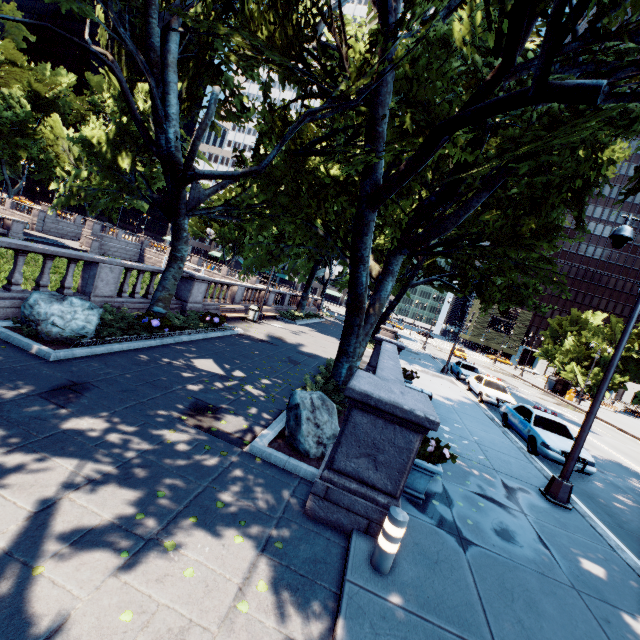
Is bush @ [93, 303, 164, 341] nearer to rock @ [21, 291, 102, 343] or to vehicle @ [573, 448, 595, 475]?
rock @ [21, 291, 102, 343]

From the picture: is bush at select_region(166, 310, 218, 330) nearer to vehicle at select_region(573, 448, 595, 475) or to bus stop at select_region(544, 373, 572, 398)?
vehicle at select_region(573, 448, 595, 475)

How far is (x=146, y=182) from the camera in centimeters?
1216cm

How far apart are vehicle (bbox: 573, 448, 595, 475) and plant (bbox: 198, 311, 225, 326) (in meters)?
13.67

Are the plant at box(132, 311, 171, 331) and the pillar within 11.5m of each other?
yes

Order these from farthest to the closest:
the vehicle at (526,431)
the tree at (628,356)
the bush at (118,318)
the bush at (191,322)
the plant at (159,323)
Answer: the tree at (628,356) < the bush at (191,322) < the vehicle at (526,431) < the plant at (159,323) < the bush at (118,318)

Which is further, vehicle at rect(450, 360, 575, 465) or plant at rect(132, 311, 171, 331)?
vehicle at rect(450, 360, 575, 465)

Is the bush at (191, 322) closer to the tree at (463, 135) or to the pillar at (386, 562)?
the tree at (463, 135)
